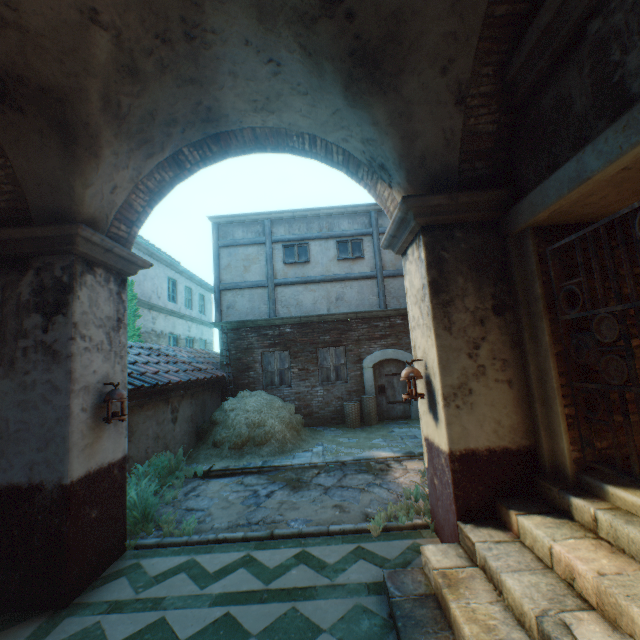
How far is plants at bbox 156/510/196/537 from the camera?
4.45m

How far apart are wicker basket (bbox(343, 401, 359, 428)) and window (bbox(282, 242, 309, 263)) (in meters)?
5.20

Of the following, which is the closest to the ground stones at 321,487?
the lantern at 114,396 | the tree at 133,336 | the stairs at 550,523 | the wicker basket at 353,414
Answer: the stairs at 550,523

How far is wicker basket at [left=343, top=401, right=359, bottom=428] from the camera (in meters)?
10.31

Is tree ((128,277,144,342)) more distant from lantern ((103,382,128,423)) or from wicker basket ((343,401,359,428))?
lantern ((103,382,128,423))

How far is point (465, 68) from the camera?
3.1 meters

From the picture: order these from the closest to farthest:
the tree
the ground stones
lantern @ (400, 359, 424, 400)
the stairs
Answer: the stairs → lantern @ (400, 359, 424, 400) → the ground stones → the tree

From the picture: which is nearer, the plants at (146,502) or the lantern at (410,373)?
the lantern at (410,373)
